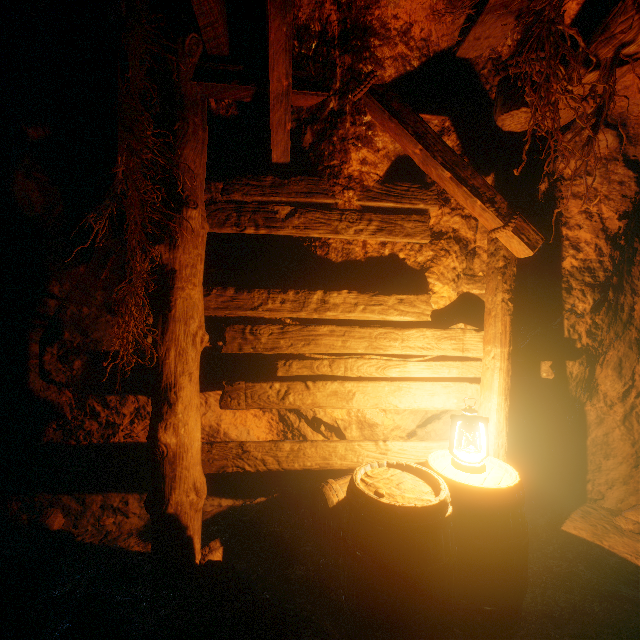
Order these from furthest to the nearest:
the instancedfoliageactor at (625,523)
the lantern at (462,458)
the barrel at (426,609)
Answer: the instancedfoliageactor at (625,523), the lantern at (462,458), the barrel at (426,609)

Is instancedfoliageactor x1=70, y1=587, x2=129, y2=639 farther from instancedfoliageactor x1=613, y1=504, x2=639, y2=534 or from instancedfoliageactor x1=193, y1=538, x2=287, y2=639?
instancedfoliageactor x1=613, y1=504, x2=639, y2=534

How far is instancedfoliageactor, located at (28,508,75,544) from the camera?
2.8 meters

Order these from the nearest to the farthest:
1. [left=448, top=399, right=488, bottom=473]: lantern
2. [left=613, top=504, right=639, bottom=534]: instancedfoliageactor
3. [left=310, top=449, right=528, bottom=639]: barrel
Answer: [left=310, top=449, right=528, bottom=639]: barrel, [left=448, top=399, right=488, bottom=473]: lantern, [left=613, top=504, right=639, bottom=534]: instancedfoliageactor

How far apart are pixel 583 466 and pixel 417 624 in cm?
326

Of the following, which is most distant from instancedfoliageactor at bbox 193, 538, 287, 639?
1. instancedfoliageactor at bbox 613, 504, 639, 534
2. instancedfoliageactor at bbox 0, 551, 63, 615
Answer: instancedfoliageactor at bbox 613, 504, 639, 534

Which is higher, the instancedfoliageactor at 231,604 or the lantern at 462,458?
the lantern at 462,458

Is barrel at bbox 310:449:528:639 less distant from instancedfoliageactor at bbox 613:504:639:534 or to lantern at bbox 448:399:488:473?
lantern at bbox 448:399:488:473
